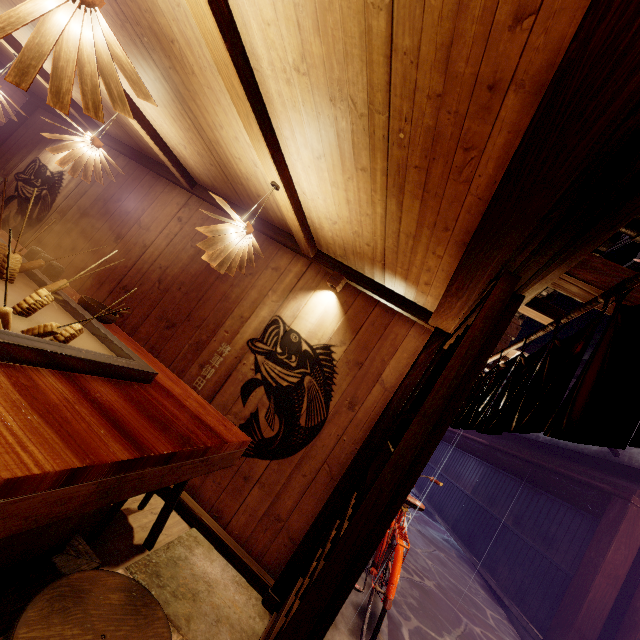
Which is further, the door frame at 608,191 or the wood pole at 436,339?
the wood pole at 436,339

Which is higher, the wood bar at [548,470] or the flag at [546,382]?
the wood bar at [548,470]

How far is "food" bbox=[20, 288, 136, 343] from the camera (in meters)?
2.55

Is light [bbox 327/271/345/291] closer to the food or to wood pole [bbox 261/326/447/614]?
Answer: wood pole [bbox 261/326/447/614]

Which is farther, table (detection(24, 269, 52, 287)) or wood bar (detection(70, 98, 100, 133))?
wood bar (detection(70, 98, 100, 133))

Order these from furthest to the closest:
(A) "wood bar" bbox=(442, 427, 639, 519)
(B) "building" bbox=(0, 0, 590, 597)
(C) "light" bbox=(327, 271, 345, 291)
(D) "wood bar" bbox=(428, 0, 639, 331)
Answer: (A) "wood bar" bbox=(442, 427, 639, 519) → (C) "light" bbox=(327, 271, 345, 291) → (B) "building" bbox=(0, 0, 590, 597) → (D) "wood bar" bbox=(428, 0, 639, 331)

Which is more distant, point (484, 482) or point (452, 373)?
point (484, 482)

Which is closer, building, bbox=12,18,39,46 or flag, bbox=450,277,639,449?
flag, bbox=450,277,639,449
